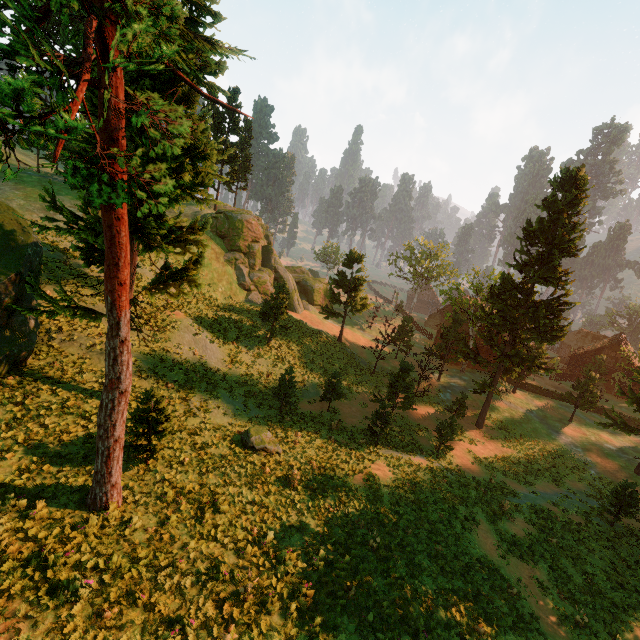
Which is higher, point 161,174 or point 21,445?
point 161,174

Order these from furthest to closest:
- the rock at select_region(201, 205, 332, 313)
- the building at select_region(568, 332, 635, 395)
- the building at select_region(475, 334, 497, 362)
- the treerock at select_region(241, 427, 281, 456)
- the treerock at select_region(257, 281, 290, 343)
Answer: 1. the building at select_region(568, 332, 635, 395)
2. the building at select_region(475, 334, 497, 362)
3. the rock at select_region(201, 205, 332, 313)
4. the treerock at select_region(257, 281, 290, 343)
5. the treerock at select_region(241, 427, 281, 456)

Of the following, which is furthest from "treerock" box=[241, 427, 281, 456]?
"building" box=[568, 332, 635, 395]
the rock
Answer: the rock

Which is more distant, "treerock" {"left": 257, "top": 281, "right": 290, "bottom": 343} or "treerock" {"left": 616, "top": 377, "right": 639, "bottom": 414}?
"treerock" {"left": 257, "top": 281, "right": 290, "bottom": 343}

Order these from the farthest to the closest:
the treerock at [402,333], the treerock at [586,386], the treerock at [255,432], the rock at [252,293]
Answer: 1. the rock at [252,293]
2. the treerock at [402,333]
3. the treerock at [586,386]
4. the treerock at [255,432]

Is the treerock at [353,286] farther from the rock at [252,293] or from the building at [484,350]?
the rock at [252,293]

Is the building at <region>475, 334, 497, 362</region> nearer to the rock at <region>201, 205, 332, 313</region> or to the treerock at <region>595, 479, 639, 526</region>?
the treerock at <region>595, 479, 639, 526</region>
